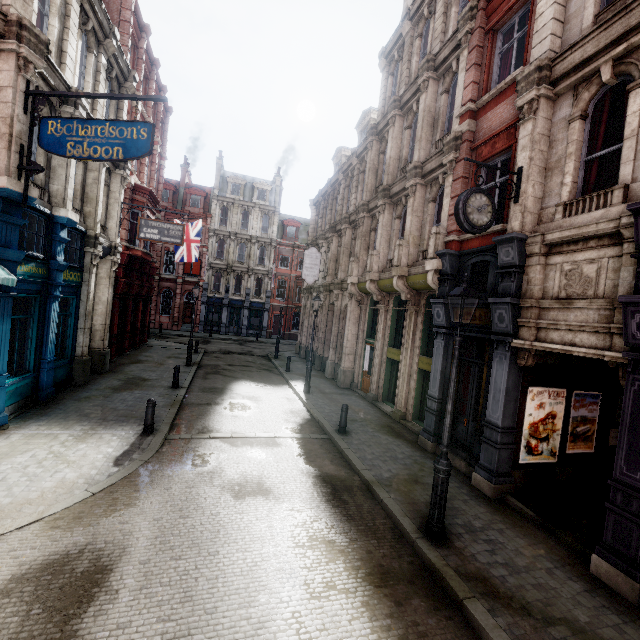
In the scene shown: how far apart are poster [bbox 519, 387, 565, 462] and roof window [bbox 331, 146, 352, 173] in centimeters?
2120cm

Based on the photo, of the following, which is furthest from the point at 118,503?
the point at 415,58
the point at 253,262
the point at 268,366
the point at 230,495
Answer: the point at 253,262

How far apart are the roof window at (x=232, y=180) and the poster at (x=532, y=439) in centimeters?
3900cm

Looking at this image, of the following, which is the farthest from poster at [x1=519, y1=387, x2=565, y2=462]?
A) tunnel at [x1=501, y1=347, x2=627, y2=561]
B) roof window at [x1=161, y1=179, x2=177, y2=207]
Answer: roof window at [x1=161, y1=179, x2=177, y2=207]

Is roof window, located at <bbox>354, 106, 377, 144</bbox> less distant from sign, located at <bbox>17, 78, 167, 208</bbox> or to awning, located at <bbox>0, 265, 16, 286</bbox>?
sign, located at <bbox>17, 78, 167, 208</bbox>

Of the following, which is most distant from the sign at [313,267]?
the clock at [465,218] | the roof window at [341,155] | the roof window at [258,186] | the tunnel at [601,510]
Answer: the roof window at [258,186]

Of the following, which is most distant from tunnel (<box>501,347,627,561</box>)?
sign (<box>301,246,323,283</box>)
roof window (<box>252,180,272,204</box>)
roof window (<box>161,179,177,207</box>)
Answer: roof window (<box>161,179,177,207</box>)

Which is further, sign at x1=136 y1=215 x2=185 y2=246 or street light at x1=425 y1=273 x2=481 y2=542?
sign at x1=136 y1=215 x2=185 y2=246
